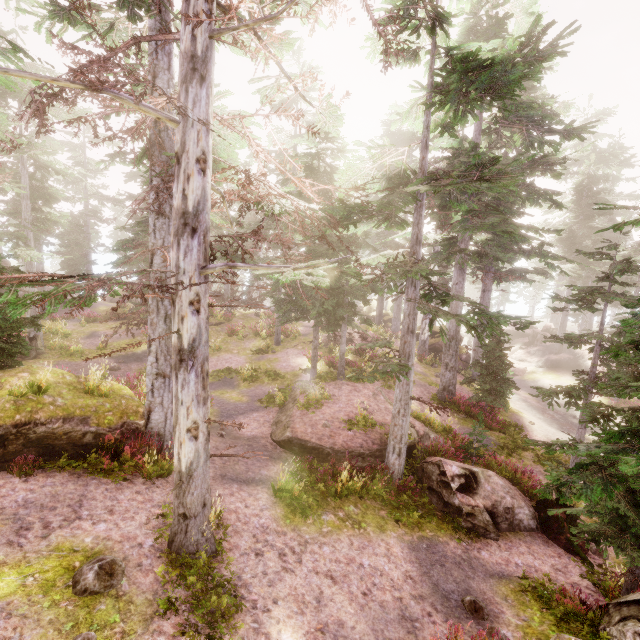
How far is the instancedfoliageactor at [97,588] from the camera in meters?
5.3

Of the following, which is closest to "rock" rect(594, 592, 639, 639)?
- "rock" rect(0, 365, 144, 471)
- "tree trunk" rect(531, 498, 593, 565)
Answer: "rock" rect(0, 365, 144, 471)

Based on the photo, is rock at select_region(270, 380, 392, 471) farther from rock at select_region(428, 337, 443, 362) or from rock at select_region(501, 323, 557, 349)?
rock at select_region(501, 323, 557, 349)

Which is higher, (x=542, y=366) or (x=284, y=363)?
(x=284, y=363)

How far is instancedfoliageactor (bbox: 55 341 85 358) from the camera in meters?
18.8 m

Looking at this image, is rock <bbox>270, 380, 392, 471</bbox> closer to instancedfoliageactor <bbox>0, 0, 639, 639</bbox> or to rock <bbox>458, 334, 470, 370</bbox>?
instancedfoliageactor <bbox>0, 0, 639, 639</bbox>

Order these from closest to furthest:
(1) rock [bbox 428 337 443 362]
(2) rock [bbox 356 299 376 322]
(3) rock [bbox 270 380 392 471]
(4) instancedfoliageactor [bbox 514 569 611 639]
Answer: (4) instancedfoliageactor [bbox 514 569 611 639] < (3) rock [bbox 270 380 392 471] < (1) rock [bbox 428 337 443 362] < (2) rock [bbox 356 299 376 322]

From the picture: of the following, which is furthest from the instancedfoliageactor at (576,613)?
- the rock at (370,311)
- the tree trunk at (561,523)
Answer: the tree trunk at (561,523)
